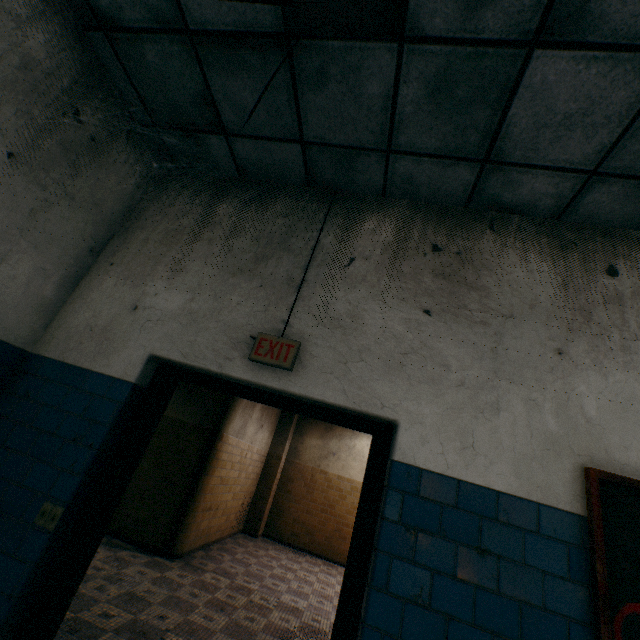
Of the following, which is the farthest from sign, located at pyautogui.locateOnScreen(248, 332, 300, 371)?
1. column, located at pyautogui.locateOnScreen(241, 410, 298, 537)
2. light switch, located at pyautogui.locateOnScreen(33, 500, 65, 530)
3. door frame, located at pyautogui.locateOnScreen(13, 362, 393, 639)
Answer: column, located at pyautogui.locateOnScreen(241, 410, 298, 537)

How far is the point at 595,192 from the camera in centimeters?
219cm

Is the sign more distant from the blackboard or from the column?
the column

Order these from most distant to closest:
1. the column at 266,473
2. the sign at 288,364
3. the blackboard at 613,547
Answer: the column at 266,473
the sign at 288,364
the blackboard at 613,547

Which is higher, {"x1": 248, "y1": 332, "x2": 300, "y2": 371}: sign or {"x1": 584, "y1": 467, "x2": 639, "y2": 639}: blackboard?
{"x1": 248, "y1": 332, "x2": 300, "y2": 371}: sign

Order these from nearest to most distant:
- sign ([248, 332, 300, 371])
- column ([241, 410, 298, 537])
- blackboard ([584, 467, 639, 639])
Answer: blackboard ([584, 467, 639, 639]) → sign ([248, 332, 300, 371]) → column ([241, 410, 298, 537])

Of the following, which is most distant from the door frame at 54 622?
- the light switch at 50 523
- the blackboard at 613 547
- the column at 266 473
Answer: the column at 266 473

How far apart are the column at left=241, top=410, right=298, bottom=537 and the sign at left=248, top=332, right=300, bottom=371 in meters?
7.7 m
